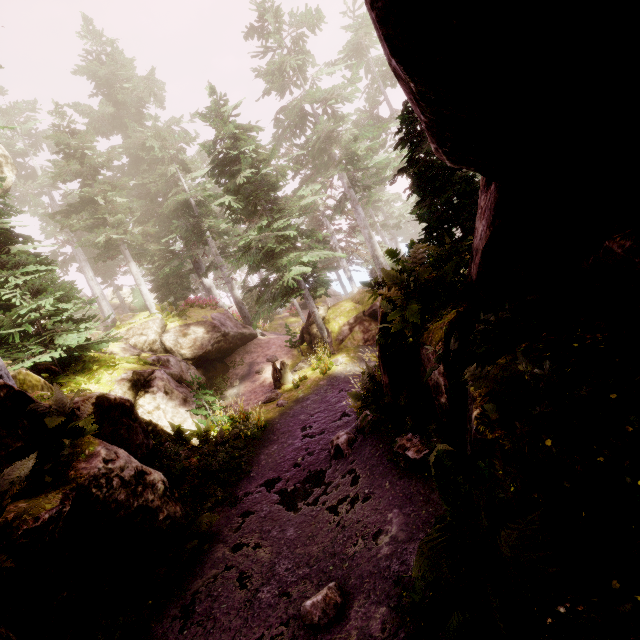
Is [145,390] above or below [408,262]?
below

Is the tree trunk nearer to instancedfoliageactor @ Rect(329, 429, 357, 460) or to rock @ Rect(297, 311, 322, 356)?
instancedfoliageactor @ Rect(329, 429, 357, 460)

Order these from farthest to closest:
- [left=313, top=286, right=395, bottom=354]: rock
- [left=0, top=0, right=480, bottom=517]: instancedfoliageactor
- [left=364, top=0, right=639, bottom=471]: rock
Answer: [left=313, top=286, right=395, bottom=354]: rock → [left=0, top=0, right=480, bottom=517]: instancedfoliageactor → [left=364, top=0, right=639, bottom=471]: rock

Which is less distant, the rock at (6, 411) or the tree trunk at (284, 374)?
the rock at (6, 411)

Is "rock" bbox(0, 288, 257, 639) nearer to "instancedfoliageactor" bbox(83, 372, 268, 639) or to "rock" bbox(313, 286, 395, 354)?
"instancedfoliageactor" bbox(83, 372, 268, 639)

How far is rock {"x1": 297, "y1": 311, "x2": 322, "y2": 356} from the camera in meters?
19.2

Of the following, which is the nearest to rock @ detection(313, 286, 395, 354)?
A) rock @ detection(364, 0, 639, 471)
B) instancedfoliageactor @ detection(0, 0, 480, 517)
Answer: instancedfoliageactor @ detection(0, 0, 480, 517)

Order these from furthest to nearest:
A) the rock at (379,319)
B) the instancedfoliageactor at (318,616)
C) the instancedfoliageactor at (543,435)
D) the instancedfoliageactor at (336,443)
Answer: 1. the rock at (379,319)
2. the instancedfoliageactor at (336,443)
3. the instancedfoliageactor at (318,616)
4. the instancedfoliageactor at (543,435)
